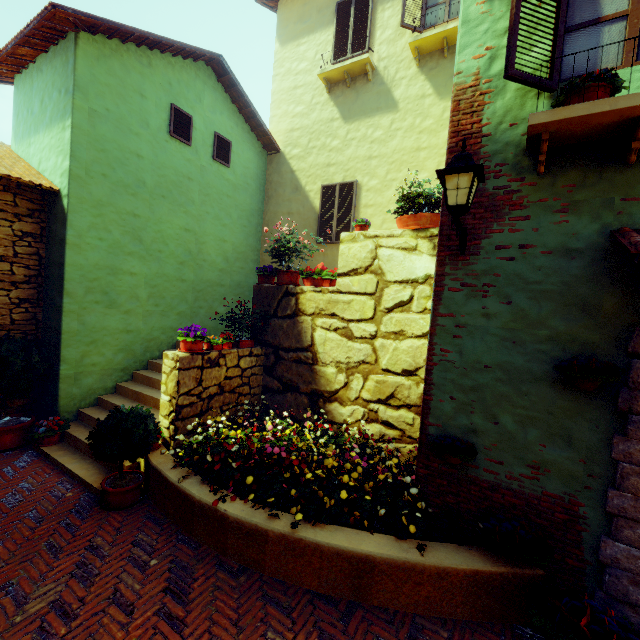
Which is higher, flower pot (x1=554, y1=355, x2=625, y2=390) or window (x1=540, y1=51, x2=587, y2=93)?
window (x1=540, y1=51, x2=587, y2=93)

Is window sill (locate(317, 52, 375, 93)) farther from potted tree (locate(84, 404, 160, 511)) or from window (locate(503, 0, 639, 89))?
potted tree (locate(84, 404, 160, 511))

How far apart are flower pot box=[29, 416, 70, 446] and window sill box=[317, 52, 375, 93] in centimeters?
1005cm

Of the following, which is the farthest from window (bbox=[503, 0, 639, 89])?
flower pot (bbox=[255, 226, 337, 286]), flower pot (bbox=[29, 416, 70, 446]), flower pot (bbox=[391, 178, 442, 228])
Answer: flower pot (bbox=[29, 416, 70, 446])

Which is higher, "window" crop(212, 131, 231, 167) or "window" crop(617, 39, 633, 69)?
"window" crop(212, 131, 231, 167)

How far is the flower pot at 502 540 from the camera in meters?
2.9

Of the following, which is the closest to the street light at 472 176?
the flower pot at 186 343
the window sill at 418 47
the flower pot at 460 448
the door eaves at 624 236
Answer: the door eaves at 624 236

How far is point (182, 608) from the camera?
3.0 meters
